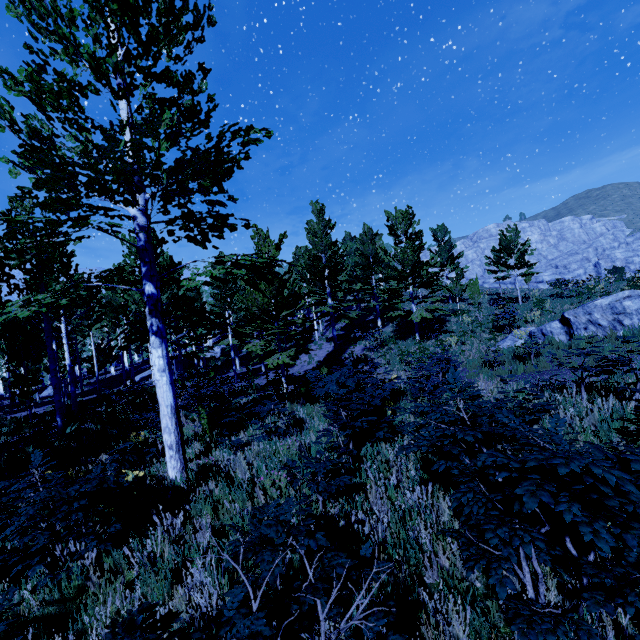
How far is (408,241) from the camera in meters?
19.9

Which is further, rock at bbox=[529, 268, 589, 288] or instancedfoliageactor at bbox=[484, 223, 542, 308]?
rock at bbox=[529, 268, 589, 288]

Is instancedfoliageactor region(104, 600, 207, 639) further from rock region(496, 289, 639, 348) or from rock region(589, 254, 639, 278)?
rock region(589, 254, 639, 278)

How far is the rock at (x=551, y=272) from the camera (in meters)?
57.81

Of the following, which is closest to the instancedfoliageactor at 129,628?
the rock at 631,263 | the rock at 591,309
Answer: the rock at 591,309

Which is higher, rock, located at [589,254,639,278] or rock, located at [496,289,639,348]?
rock, located at [589,254,639,278]

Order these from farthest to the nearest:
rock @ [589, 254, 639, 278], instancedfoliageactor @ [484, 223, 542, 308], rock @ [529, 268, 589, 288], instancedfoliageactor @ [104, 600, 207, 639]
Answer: rock @ [529, 268, 589, 288], rock @ [589, 254, 639, 278], instancedfoliageactor @ [484, 223, 542, 308], instancedfoliageactor @ [104, 600, 207, 639]
